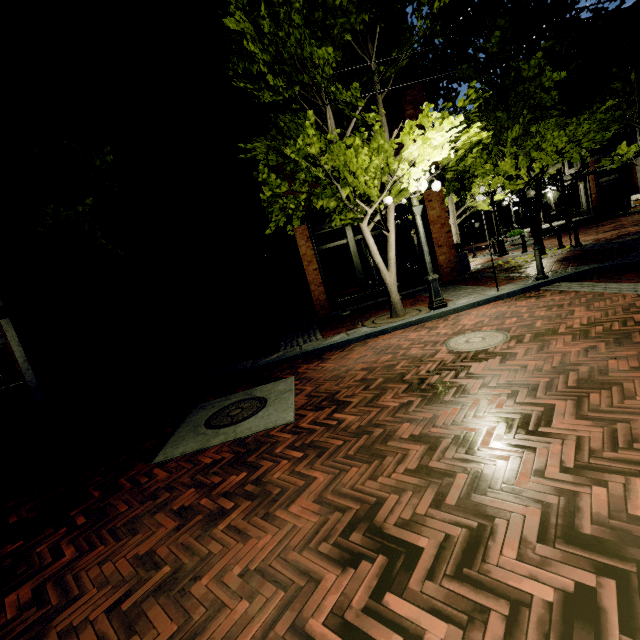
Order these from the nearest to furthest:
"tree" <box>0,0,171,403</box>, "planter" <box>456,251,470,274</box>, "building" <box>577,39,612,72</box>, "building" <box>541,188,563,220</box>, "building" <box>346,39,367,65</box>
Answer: "tree" <box>0,0,171,403</box>, "building" <box>346,39,367,65</box>, "planter" <box>456,251,470,274</box>, "building" <box>577,39,612,72</box>, "building" <box>541,188,563,220</box>

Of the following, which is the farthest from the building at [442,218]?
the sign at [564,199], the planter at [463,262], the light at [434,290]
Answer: the sign at [564,199]

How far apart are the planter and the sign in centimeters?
345cm

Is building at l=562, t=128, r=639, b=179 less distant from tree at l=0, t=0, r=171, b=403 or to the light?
tree at l=0, t=0, r=171, b=403

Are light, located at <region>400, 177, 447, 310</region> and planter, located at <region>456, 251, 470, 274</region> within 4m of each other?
no

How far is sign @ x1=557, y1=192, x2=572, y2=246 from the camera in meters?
11.9

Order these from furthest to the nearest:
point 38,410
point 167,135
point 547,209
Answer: point 547,209
point 167,135
point 38,410

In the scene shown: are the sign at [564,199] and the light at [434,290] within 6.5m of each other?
no
